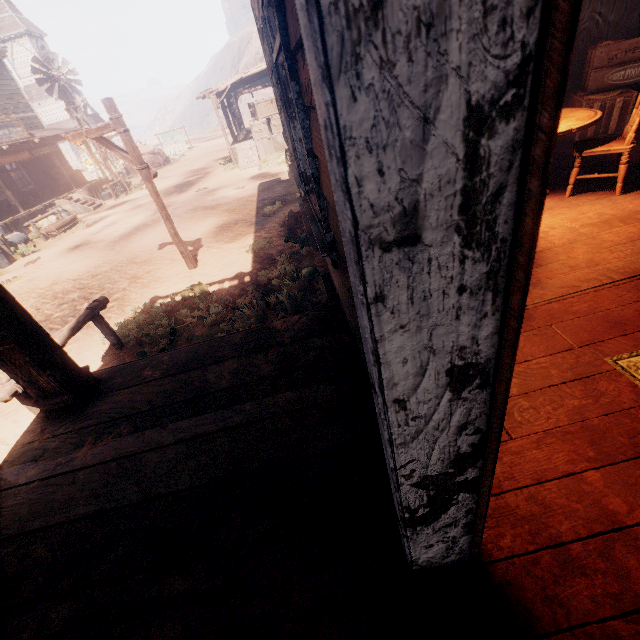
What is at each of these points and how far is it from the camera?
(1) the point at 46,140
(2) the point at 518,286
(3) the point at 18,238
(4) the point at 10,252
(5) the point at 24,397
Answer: (1) building, 17.1m
(2) building, 0.6m
(3) barrel, 13.7m
(4) wooden box, 12.7m
(5) horse pole, 3.8m

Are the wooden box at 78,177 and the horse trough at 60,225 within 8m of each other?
yes

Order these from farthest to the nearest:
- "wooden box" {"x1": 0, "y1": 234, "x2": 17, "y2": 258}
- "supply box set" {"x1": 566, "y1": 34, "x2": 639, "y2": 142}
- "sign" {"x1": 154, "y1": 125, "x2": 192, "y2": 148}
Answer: "sign" {"x1": 154, "y1": 125, "x2": 192, "y2": 148} < "wooden box" {"x1": 0, "y1": 234, "x2": 17, "y2": 258} < "supply box set" {"x1": 566, "y1": 34, "x2": 639, "y2": 142}

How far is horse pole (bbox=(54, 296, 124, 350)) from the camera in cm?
433

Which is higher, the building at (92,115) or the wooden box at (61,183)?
the building at (92,115)

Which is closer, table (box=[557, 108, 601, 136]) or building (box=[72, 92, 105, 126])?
table (box=[557, 108, 601, 136])

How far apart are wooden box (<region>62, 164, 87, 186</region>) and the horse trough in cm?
609

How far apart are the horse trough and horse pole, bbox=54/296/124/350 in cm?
1201
